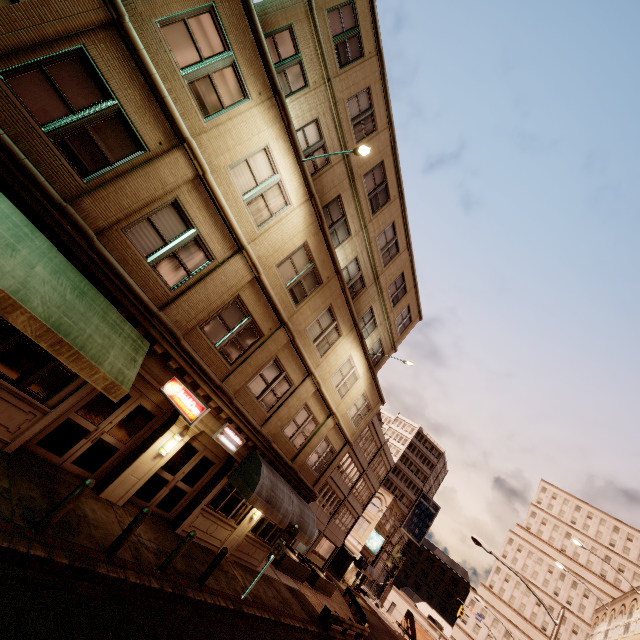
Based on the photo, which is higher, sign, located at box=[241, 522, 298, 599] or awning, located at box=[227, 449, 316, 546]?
awning, located at box=[227, 449, 316, 546]

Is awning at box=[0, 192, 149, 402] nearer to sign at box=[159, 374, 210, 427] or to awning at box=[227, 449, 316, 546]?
sign at box=[159, 374, 210, 427]

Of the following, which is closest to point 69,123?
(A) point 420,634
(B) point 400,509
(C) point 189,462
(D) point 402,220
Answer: (C) point 189,462

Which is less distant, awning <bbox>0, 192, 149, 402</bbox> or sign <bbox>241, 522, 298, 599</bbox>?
awning <bbox>0, 192, 149, 402</bbox>

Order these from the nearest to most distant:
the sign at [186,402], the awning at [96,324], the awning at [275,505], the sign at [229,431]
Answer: the awning at [96,324], the sign at [186,402], the sign at [229,431], the awning at [275,505]

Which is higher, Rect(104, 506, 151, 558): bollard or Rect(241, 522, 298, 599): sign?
Rect(241, 522, 298, 599): sign

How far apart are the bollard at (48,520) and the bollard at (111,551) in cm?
169

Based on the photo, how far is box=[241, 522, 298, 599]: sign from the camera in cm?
1241
